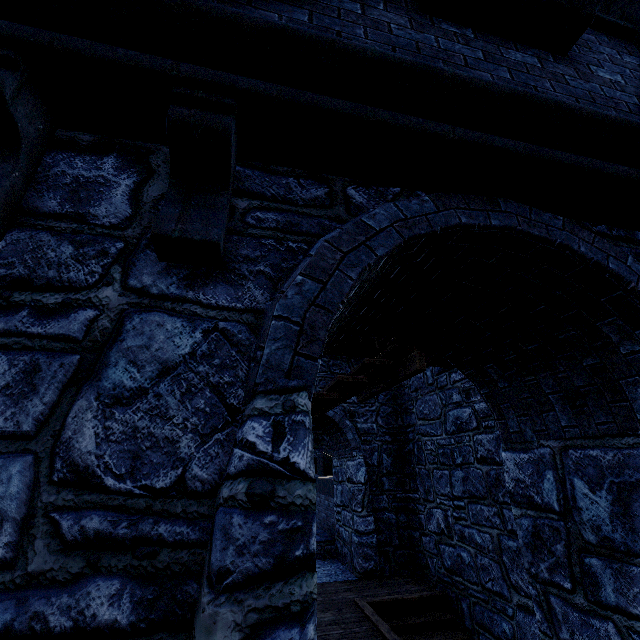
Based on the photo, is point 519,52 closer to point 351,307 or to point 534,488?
point 351,307
